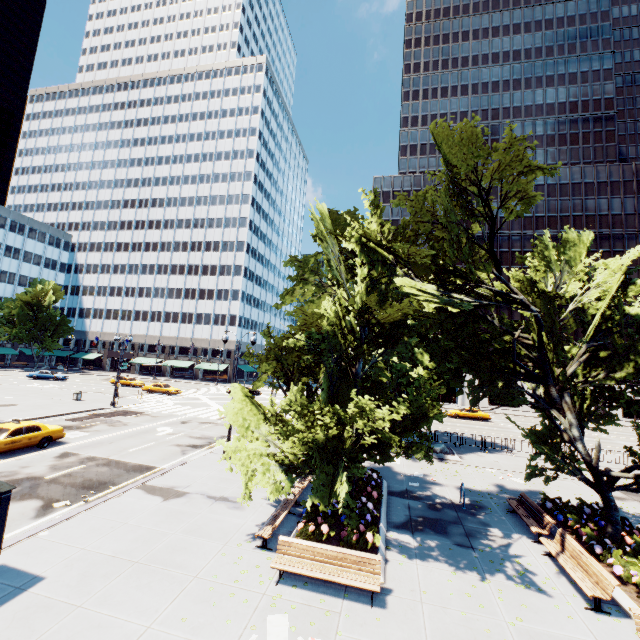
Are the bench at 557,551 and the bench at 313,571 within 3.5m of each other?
no

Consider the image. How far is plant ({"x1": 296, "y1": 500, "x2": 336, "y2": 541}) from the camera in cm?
1032

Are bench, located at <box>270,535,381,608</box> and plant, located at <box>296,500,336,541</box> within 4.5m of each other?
yes

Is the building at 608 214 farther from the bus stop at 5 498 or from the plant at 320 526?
the bus stop at 5 498

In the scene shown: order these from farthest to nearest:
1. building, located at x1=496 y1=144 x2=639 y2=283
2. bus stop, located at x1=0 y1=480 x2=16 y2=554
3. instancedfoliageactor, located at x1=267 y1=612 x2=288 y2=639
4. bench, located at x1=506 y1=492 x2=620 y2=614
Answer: building, located at x1=496 y1=144 x2=639 y2=283, bench, located at x1=506 y1=492 x2=620 y2=614, bus stop, located at x1=0 y1=480 x2=16 y2=554, instancedfoliageactor, located at x1=267 y1=612 x2=288 y2=639

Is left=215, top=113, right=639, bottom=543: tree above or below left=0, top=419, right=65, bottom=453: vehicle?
above

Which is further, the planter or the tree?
the tree

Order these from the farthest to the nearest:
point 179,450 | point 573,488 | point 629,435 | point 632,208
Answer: point 632,208 < point 629,435 < point 179,450 < point 573,488
